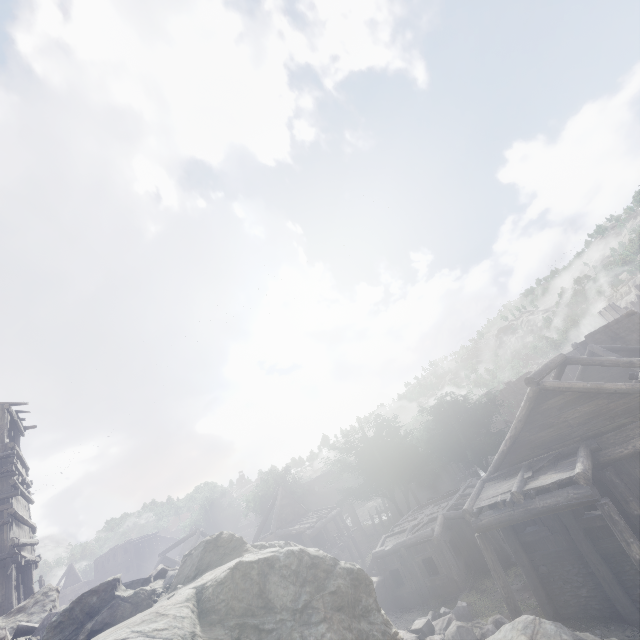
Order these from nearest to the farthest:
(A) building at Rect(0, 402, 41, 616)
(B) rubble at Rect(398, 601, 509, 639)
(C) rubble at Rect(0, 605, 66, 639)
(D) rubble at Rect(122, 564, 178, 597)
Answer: (C) rubble at Rect(0, 605, 66, 639) → (D) rubble at Rect(122, 564, 178, 597) → (A) building at Rect(0, 402, 41, 616) → (B) rubble at Rect(398, 601, 509, 639)

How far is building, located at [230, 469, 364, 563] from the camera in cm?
2555

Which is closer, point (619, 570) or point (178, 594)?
point (178, 594)

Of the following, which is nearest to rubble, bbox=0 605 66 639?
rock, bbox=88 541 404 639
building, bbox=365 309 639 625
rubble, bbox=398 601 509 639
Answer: rock, bbox=88 541 404 639

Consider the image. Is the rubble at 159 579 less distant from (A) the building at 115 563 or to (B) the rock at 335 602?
(B) the rock at 335 602

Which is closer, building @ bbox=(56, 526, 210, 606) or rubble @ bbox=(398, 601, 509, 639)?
rubble @ bbox=(398, 601, 509, 639)

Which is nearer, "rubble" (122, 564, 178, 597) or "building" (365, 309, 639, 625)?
"rubble" (122, 564, 178, 597)

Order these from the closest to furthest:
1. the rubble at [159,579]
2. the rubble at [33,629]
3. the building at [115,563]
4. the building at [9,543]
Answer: the rubble at [33,629] → the rubble at [159,579] → the building at [9,543] → the building at [115,563]
